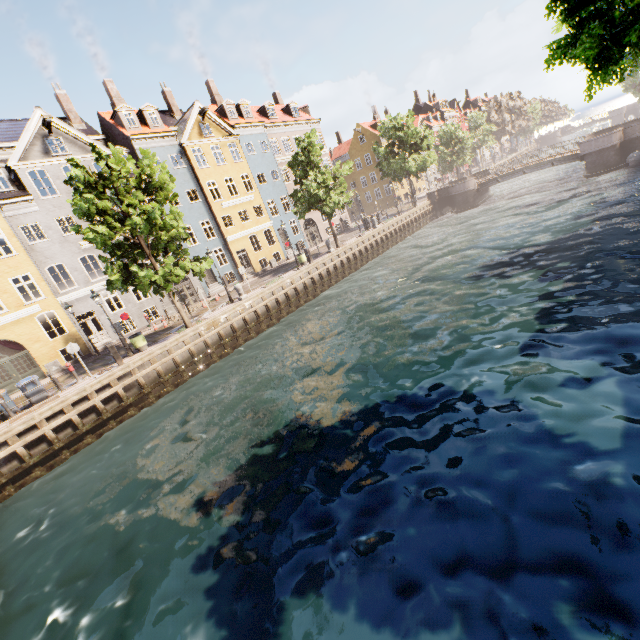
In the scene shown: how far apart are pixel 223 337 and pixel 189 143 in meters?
19.6 m

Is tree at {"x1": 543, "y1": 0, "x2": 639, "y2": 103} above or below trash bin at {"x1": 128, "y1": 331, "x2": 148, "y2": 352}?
above

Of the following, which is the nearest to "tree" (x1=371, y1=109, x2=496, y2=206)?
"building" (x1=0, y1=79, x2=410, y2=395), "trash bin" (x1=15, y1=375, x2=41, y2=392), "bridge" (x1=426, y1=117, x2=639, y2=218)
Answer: "bridge" (x1=426, y1=117, x2=639, y2=218)

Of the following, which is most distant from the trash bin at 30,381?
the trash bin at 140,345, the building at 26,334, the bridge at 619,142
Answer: the bridge at 619,142

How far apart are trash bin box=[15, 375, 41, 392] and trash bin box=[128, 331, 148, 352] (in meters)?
Answer: 4.15

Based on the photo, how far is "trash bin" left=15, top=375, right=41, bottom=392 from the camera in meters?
15.0 m

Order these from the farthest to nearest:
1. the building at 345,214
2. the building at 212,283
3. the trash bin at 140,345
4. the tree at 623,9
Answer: the building at 345,214
the building at 212,283
the trash bin at 140,345
the tree at 623,9

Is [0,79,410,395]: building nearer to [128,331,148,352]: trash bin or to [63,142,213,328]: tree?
[63,142,213,328]: tree
